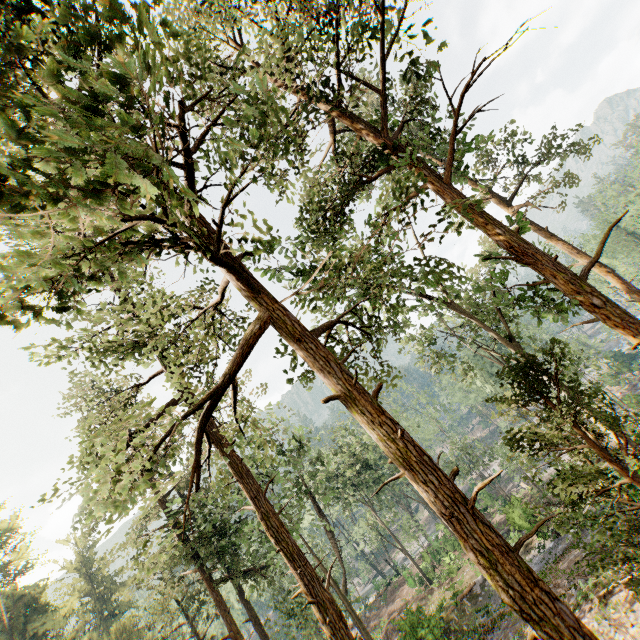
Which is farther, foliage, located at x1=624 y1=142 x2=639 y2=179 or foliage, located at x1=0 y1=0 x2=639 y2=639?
foliage, located at x1=624 y1=142 x2=639 y2=179

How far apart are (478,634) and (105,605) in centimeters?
5541cm

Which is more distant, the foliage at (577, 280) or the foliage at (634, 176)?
the foliage at (634, 176)
